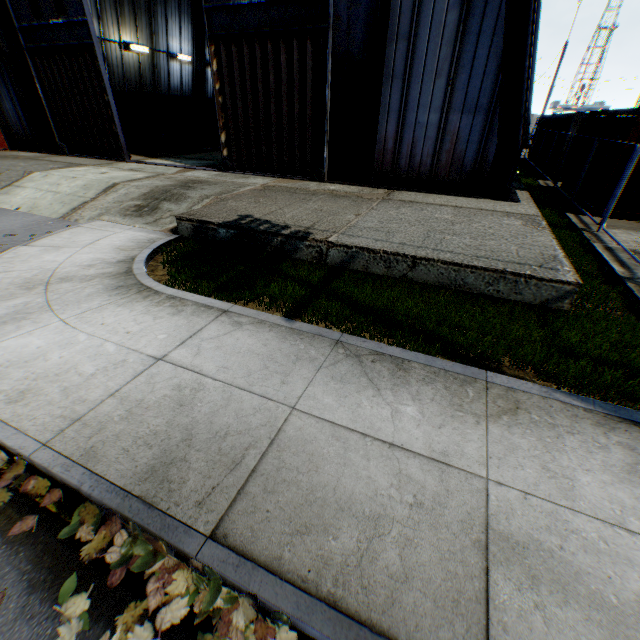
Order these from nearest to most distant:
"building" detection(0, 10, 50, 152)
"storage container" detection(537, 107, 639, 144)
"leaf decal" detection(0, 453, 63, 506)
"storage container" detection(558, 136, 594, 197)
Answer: "leaf decal" detection(0, 453, 63, 506) < "storage container" detection(537, 107, 639, 144) < "storage container" detection(558, 136, 594, 197) < "building" detection(0, 10, 50, 152)

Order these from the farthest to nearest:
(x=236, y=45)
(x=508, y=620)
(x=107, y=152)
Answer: (x=107, y=152)
(x=236, y=45)
(x=508, y=620)

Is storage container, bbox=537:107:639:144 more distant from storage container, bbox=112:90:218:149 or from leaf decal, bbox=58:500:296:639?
storage container, bbox=112:90:218:149

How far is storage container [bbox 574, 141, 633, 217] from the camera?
9.7m

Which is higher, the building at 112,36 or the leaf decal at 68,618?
the building at 112,36

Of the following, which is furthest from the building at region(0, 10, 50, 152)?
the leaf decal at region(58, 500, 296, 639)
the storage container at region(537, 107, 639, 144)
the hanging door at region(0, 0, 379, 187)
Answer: the leaf decal at region(58, 500, 296, 639)

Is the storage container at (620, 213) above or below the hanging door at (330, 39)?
below

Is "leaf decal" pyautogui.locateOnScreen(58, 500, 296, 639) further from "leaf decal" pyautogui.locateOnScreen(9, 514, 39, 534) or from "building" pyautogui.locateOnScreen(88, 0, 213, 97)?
"building" pyautogui.locateOnScreen(88, 0, 213, 97)
